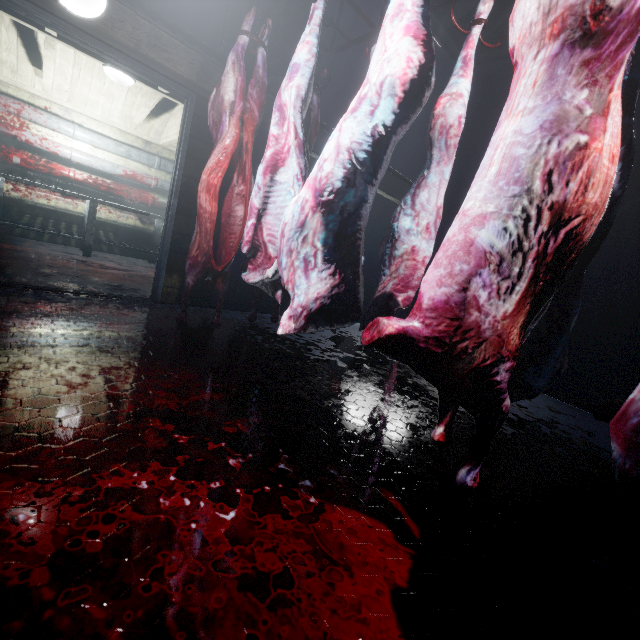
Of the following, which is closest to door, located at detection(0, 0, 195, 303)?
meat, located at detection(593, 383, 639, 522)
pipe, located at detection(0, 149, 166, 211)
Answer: pipe, located at detection(0, 149, 166, 211)

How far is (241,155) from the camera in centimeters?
227cm

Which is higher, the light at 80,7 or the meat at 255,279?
the light at 80,7

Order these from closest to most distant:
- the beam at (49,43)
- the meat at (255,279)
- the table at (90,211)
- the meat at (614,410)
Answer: the meat at (614,410) < the meat at (255,279) < the beam at (49,43) < the table at (90,211)

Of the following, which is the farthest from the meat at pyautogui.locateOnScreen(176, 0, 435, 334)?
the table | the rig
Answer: the table

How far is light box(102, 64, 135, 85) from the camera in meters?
3.5

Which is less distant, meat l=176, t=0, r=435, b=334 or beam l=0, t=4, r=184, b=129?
meat l=176, t=0, r=435, b=334

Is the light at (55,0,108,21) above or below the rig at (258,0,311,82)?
below
